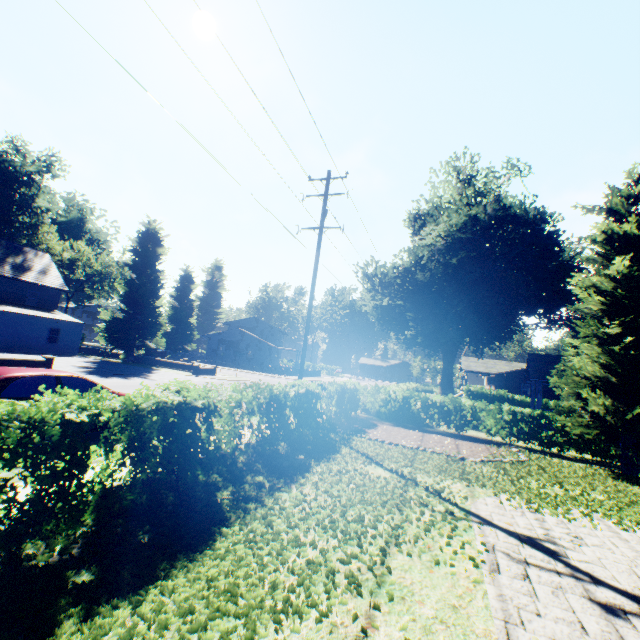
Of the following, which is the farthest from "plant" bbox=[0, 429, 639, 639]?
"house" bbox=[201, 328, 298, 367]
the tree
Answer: the tree

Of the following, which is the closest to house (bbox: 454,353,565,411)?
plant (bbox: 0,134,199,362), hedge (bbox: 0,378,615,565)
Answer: plant (bbox: 0,134,199,362)

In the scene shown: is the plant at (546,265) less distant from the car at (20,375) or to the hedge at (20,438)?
the hedge at (20,438)

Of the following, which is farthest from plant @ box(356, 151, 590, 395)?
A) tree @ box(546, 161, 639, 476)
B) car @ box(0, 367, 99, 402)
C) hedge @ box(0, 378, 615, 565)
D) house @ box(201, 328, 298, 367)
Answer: car @ box(0, 367, 99, 402)

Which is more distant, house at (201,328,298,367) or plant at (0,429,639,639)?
house at (201,328,298,367)

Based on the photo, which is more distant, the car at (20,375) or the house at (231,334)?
the house at (231,334)

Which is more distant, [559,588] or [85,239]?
[85,239]

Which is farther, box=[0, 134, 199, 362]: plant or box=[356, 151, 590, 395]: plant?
box=[0, 134, 199, 362]: plant
